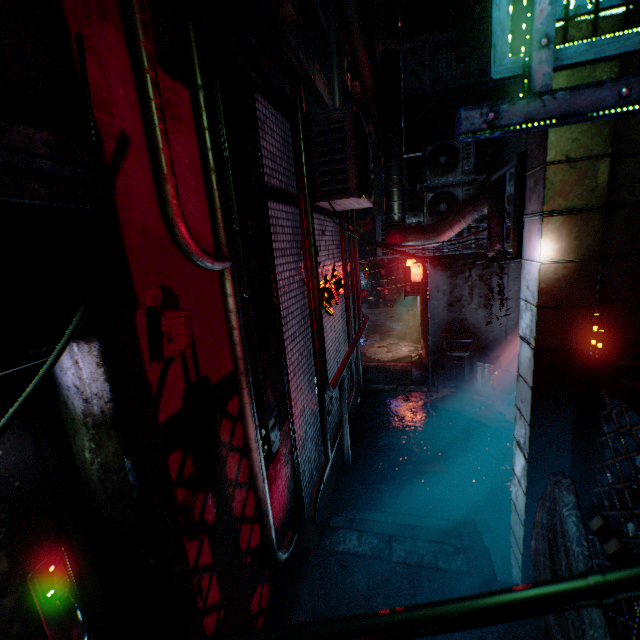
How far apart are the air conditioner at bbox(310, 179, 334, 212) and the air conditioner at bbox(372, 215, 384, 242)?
2.2m

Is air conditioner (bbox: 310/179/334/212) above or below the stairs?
above

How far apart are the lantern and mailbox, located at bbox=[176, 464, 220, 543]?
7.4m

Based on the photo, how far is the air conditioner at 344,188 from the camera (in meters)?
3.33

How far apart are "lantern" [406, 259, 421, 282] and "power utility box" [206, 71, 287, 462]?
6.47m

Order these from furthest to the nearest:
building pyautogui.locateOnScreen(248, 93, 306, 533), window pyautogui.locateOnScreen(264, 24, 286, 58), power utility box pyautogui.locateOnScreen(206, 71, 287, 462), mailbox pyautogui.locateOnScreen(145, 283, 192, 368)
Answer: window pyautogui.locateOnScreen(264, 24, 286, 58) → building pyautogui.locateOnScreen(248, 93, 306, 533) → power utility box pyautogui.locateOnScreen(206, 71, 287, 462) → mailbox pyautogui.locateOnScreen(145, 283, 192, 368)

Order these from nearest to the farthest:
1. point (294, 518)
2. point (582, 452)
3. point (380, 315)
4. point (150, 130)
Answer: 1. point (150, 130)
2. point (582, 452)
3. point (294, 518)
4. point (380, 315)

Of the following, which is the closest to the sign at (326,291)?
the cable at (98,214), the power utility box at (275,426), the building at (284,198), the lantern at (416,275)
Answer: the building at (284,198)
